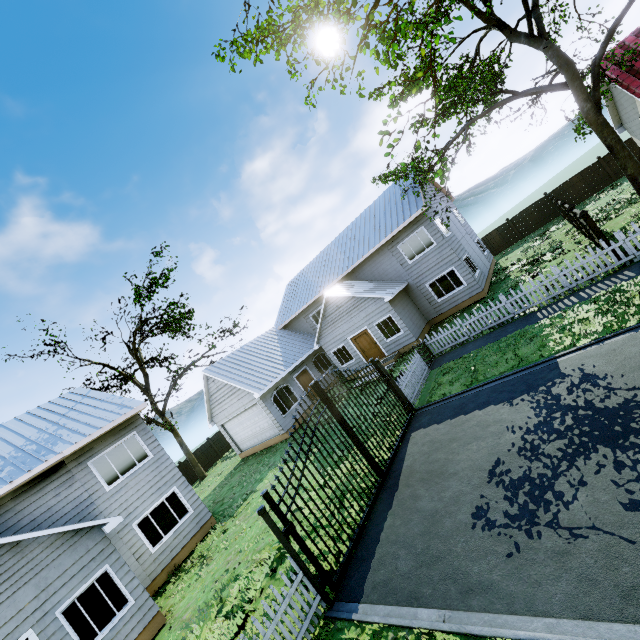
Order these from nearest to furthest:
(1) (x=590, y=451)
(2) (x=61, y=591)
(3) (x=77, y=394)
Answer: (1) (x=590, y=451)
(2) (x=61, y=591)
(3) (x=77, y=394)

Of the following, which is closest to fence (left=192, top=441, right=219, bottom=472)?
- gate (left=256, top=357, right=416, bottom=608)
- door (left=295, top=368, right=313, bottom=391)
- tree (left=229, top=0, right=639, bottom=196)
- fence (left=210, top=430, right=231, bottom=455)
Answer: fence (left=210, top=430, right=231, bottom=455)

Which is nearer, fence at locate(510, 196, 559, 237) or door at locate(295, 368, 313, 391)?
door at locate(295, 368, 313, 391)

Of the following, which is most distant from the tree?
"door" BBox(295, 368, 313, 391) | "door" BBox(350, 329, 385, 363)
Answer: "door" BBox(295, 368, 313, 391)

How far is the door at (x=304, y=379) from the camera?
22.30m

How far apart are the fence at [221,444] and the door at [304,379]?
13.1 meters

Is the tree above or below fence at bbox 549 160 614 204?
above
